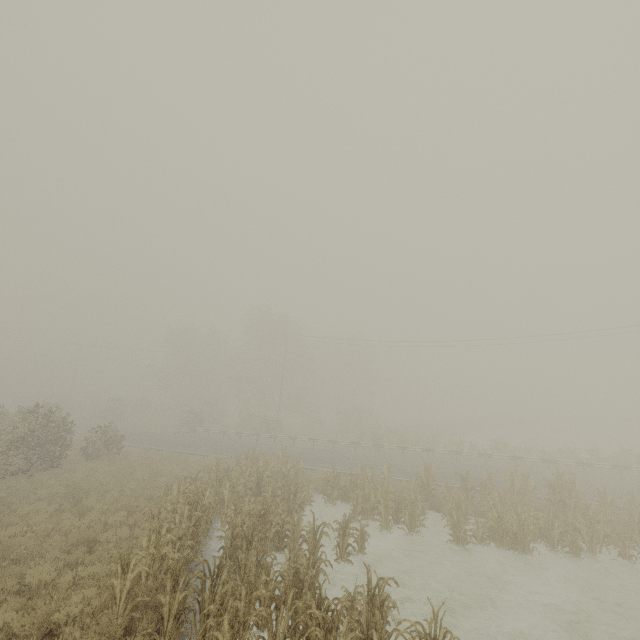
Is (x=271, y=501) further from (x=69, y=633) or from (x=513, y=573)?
(x=513, y=573)

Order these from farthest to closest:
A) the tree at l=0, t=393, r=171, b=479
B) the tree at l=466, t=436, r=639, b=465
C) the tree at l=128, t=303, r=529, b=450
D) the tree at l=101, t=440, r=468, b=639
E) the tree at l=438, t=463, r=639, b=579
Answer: the tree at l=128, t=303, r=529, b=450
the tree at l=466, t=436, r=639, b=465
the tree at l=0, t=393, r=171, b=479
the tree at l=438, t=463, r=639, b=579
the tree at l=101, t=440, r=468, b=639

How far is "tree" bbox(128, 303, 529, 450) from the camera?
36.8 meters

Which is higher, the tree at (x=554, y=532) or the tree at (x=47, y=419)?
the tree at (x=47, y=419)

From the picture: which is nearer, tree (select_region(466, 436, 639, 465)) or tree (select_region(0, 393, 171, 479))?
tree (select_region(0, 393, 171, 479))

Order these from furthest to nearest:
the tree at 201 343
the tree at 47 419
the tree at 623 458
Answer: the tree at 201 343 < the tree at 623 458 < the tree at 47 419
